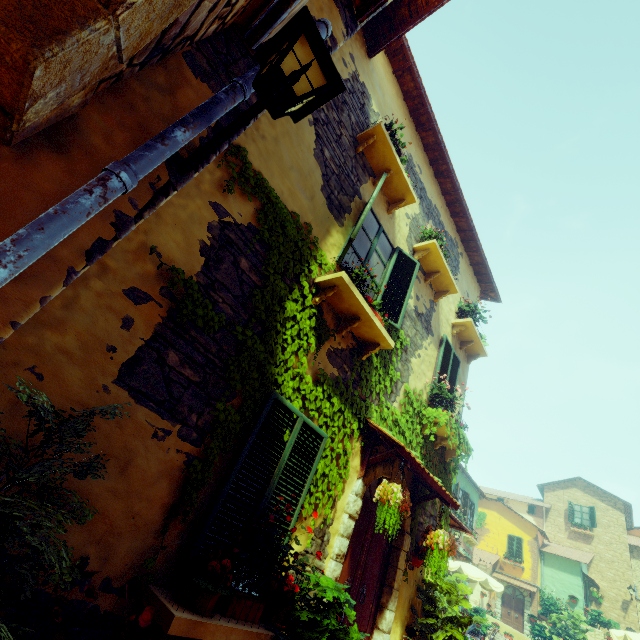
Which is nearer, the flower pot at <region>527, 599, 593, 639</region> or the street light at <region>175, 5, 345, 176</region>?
the street light at <region>175, 5, 345, 176</region>

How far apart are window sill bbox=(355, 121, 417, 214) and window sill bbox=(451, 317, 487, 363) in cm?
343

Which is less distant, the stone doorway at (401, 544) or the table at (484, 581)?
the stone doorway at (401, 544)

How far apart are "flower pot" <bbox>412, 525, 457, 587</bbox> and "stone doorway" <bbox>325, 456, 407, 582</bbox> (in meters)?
0.27

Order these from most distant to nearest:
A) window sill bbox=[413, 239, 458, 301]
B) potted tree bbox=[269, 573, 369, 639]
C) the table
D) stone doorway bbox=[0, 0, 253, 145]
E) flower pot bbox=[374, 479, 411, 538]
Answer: the table → window sill bbox=[413, 239, 458, 301] → flower pot bbox=[374, 479, 411, 538] → potted tree bbox=[269, 573, 369, 639] → stone doorway bbox=[0, 0, 253, 145]

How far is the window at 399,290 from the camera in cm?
487

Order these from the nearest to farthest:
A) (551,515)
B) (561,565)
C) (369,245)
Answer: (369,245)
(561,565)
(551,515)

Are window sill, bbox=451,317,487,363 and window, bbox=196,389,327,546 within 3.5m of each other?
no
